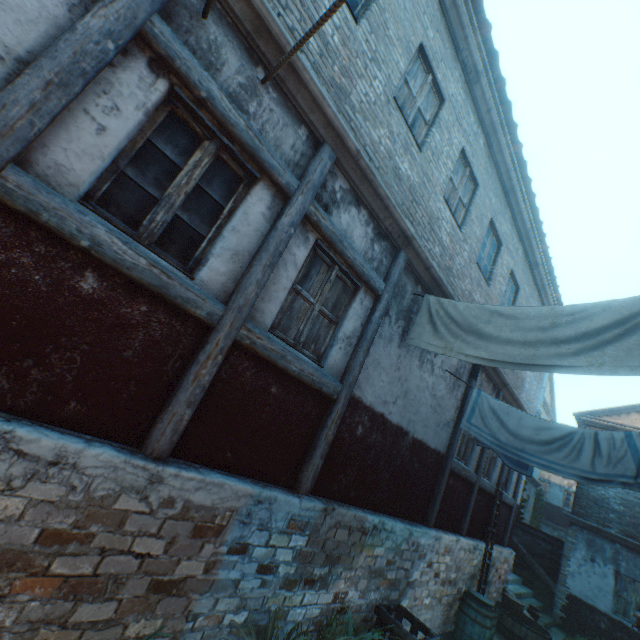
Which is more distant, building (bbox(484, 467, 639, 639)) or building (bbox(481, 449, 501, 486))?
building (bbox(484, 467, 639, 639))

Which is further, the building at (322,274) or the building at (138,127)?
the building at (322,274)

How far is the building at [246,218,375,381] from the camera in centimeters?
361cm

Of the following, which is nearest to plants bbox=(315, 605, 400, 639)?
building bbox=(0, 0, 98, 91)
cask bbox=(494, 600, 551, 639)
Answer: building bbox=(0, 0, 98, 91)

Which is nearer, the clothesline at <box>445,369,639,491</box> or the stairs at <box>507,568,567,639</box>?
the clothesline at <box>445,369,639,491</box>

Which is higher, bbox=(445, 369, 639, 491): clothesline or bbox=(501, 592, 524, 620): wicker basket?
bbox=(445, 369, 639, 491): clothesline

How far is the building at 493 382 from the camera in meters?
8.1

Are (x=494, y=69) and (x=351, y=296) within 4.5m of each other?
no
